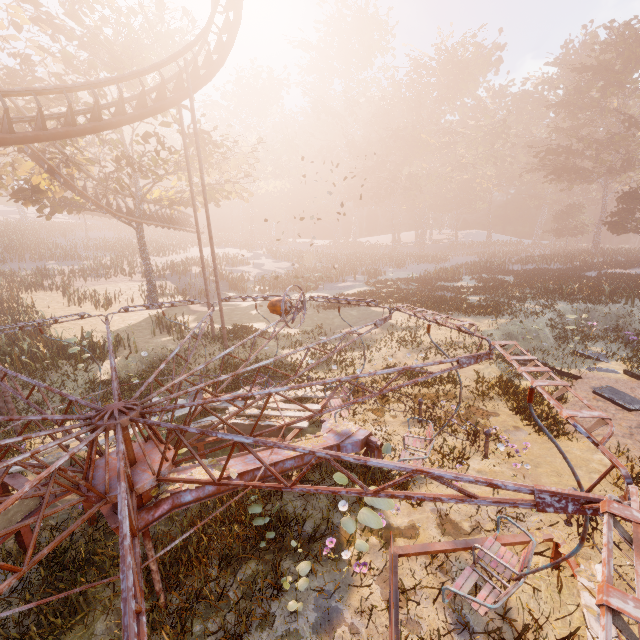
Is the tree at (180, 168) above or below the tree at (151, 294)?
above

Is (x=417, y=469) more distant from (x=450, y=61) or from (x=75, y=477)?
(x=450, y=61)

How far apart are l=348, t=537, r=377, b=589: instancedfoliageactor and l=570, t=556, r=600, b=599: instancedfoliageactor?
2.6m

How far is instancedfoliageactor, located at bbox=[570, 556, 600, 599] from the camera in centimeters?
411cm

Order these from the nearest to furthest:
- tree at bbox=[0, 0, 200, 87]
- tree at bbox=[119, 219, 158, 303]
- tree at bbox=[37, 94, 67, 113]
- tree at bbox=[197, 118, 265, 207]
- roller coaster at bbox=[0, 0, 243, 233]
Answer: roller coaster at bbox=[0, 0, 243, 233] → tree at bbox=[0, 0, 200, 87] → tree at bbox=[37, 94, 67, 113] → tree at bbox=[197, 118, 265, 207] → tree at bbox=[119, 219, 158, 303]

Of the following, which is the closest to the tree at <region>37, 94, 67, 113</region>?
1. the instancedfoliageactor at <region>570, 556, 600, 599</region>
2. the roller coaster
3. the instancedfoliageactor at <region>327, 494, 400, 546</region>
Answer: the roller coaster

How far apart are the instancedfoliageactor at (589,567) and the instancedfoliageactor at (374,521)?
2.8 meters

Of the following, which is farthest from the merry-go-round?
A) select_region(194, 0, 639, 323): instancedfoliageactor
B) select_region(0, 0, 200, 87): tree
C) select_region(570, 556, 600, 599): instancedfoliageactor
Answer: select_region(0, 0, 200, 87): tree
